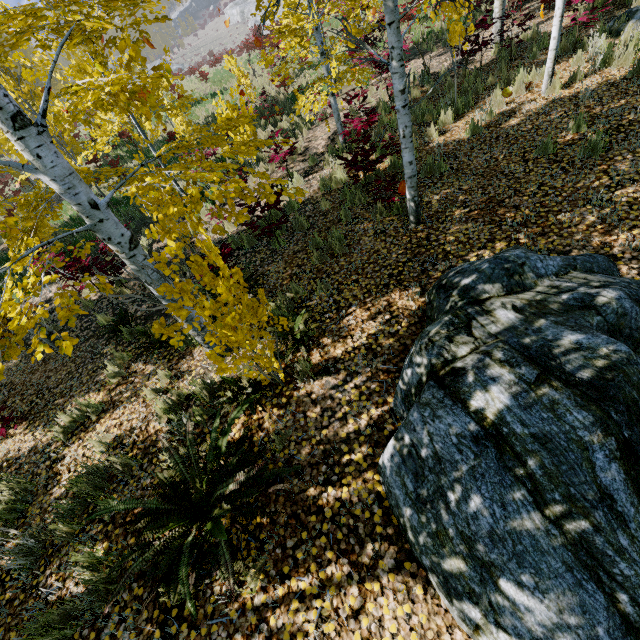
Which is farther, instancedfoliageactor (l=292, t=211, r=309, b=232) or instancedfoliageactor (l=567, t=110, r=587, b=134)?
instancedfoliageactor (l=292, t=211, r=309, b=232)

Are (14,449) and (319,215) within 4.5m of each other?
no

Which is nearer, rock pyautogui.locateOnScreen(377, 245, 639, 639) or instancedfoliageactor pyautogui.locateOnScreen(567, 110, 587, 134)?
rock pyautogui.locateOnScreen(377, 245, 639, 639)

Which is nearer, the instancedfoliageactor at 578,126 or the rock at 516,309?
the rock at 516,309

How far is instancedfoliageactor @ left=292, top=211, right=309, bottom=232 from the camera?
6.5m

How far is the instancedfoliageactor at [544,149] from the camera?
5.2 meters
